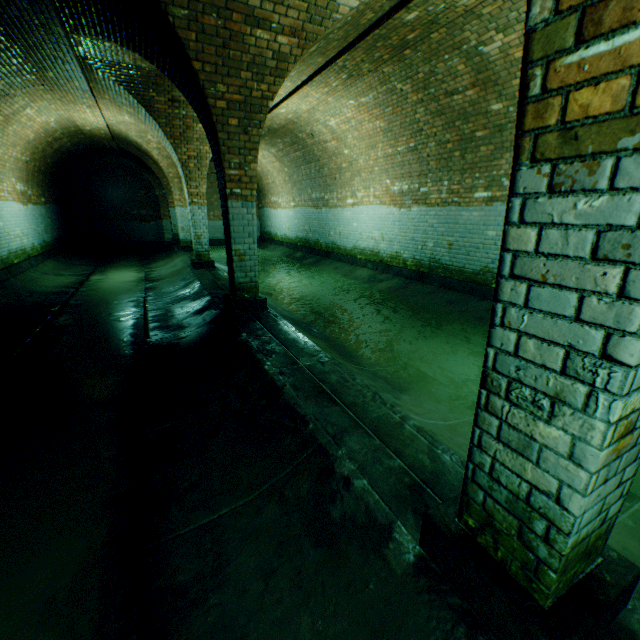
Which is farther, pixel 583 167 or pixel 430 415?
pixel 430 415

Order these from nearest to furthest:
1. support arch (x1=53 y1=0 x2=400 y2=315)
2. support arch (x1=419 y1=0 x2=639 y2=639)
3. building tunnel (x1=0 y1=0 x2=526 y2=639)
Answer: support arch (x1=419 y1=0 x2=639 y2=639), building tunnel (x1=0 y1=0 x2=526 y2=639), support arch (x1=53 y1=0 x2=400 y2=315)

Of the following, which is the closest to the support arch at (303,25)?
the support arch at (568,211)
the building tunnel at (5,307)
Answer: the building tunnel at (5,307)

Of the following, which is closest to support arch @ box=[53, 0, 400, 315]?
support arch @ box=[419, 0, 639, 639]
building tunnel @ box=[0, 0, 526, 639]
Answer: building tunnel @ box=[0, 0, 526, 639]

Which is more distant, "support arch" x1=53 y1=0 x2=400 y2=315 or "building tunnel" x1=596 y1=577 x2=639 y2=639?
"support arch" x1=53 y1=0 x2=400 y2=315

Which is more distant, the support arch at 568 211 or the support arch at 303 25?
the support arch at 303 25

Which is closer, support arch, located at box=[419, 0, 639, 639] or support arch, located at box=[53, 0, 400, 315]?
support arch, located at box=[419, 0, 639, 639]
